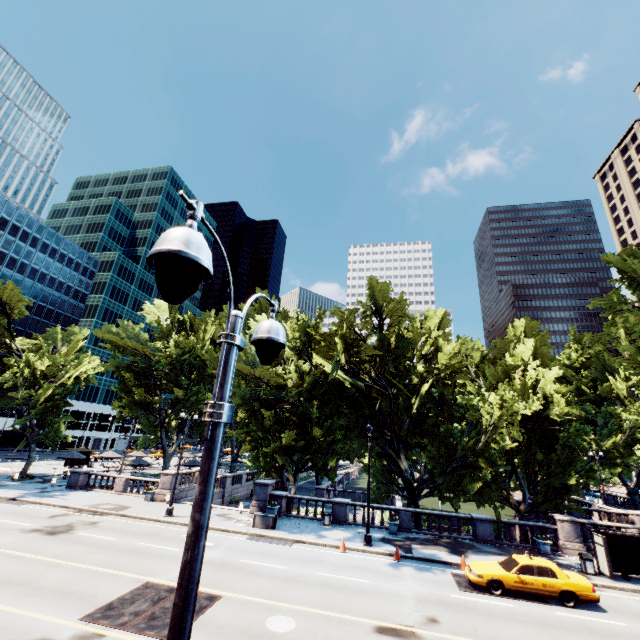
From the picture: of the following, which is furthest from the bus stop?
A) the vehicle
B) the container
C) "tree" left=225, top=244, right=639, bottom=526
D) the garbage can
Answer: the container

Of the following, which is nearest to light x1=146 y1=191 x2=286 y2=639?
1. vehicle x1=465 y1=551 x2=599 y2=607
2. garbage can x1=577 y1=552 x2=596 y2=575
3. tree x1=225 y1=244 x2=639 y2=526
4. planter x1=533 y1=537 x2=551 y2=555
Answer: tree x1=225 y1=244 x2=639 y2=526

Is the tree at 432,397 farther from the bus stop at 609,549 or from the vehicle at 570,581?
the vehicle at 570,581

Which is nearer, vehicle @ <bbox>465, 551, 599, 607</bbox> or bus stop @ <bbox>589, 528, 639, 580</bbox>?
vehicle @ <bbox>465, 551, 599, 607</bbox>

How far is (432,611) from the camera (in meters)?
12.88

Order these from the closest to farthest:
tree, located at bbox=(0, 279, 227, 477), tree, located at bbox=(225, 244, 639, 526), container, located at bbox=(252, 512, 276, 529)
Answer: container, located at bbox=(252, 512, 276, 529)
tree, located at bbox=(225, 244, 639, 526)
tree, located at bbox=(0, 279, 227, 477)

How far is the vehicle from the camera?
14.2m

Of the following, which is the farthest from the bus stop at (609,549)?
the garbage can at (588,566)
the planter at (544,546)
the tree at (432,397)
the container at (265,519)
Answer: the container at (265,519)
